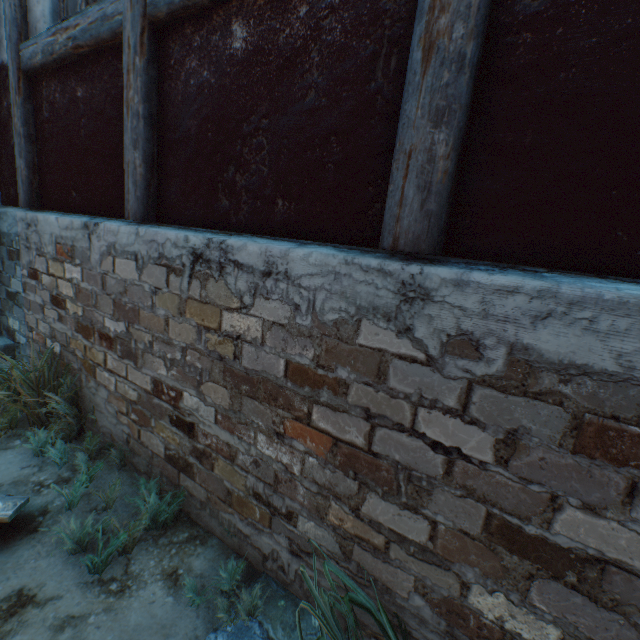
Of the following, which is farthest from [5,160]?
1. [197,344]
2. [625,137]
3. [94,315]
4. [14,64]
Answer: [625,137]

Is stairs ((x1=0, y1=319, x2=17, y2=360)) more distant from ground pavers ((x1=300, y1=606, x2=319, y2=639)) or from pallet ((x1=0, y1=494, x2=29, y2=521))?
ground pavers ((x1=300, y1=606, x2=319, y2=639))

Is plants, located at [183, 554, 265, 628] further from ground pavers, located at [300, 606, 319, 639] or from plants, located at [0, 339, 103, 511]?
plants, located at [0, 339, 103, 511]

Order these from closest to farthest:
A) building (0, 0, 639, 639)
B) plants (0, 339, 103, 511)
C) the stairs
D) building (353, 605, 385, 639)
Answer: building (0, 0, 639, 639)
building (353, 605, 385, 639)
plants (0, 339, 103, 511)
the stairs

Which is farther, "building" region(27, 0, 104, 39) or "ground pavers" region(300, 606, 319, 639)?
"building" region(27, 0, 104, 39)

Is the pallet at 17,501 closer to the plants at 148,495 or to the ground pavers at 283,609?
the plants at 148,495

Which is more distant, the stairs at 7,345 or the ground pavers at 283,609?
the stairs at 7,345

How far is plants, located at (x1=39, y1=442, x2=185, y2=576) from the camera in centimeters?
185cm
